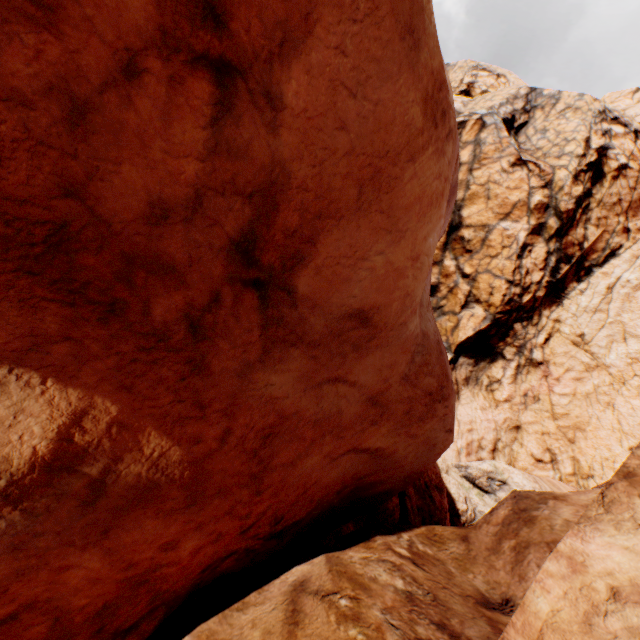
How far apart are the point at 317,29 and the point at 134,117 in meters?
1.3 m
